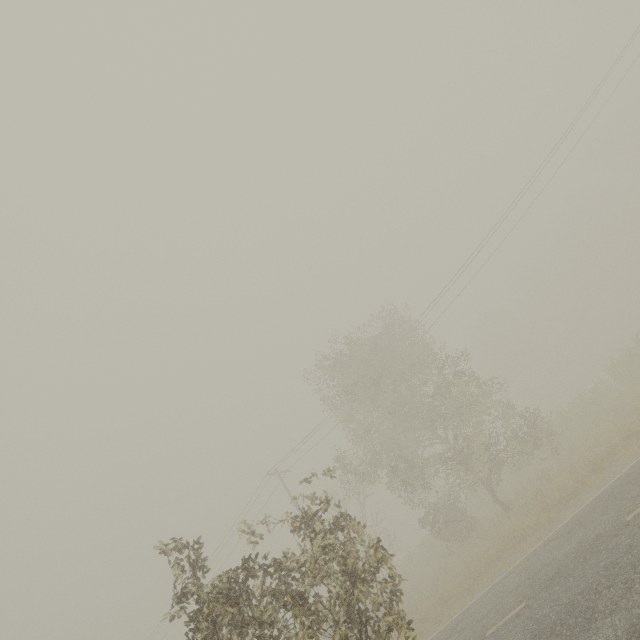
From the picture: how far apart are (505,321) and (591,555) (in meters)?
47.32
